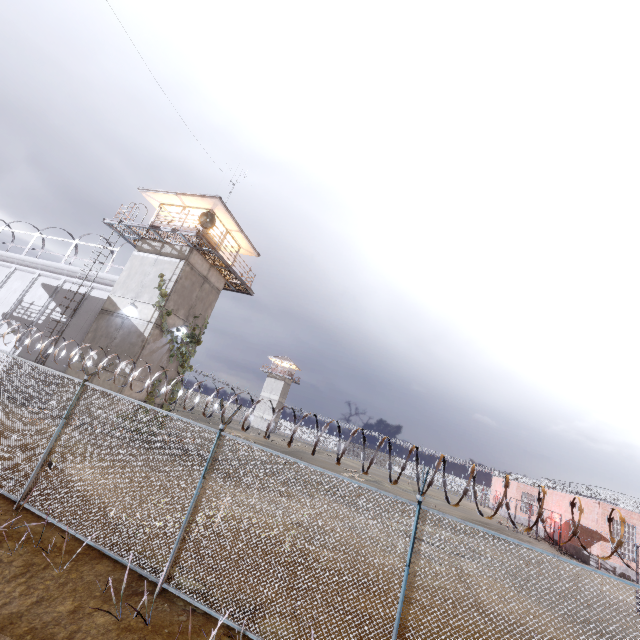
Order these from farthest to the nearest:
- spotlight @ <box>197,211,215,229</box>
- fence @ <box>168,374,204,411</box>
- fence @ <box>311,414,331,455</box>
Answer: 1. spotlight @ <box>197,211,215,229</box>
2. fence @ <box>168,374,204,411</box>
3. fence @ <box>311,414,331,455</box>

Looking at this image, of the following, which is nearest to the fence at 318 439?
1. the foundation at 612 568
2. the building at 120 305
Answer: the building at 120 305

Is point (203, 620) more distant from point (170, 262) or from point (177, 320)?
point (170, 262)

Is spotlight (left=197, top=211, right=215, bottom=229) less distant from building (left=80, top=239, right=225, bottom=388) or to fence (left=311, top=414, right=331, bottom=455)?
building (left=80, top=239, right=225, bottom=388)

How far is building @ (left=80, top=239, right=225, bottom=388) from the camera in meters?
17.2 m

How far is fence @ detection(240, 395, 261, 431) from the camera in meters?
6.3

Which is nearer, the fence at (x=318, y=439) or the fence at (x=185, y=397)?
the fence at (x=318, y=439)

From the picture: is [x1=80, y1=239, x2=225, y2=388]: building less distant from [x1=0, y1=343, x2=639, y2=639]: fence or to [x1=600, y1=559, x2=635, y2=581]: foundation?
[x1=0, y1=343, x2=639, y2=639]: fence
